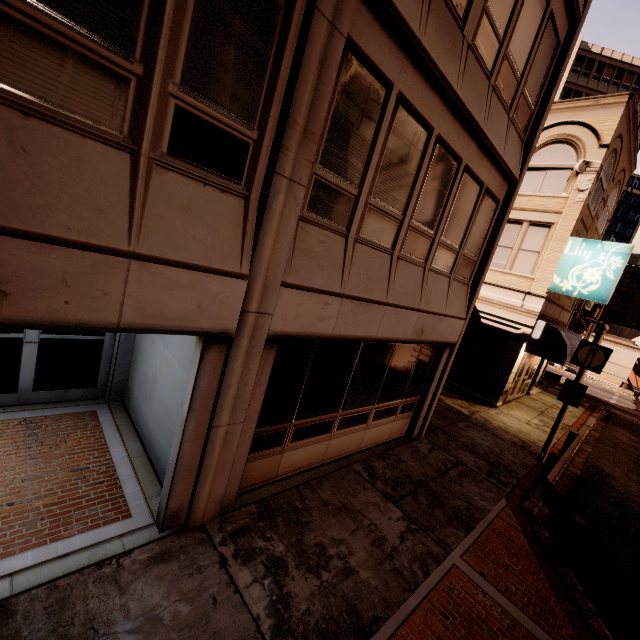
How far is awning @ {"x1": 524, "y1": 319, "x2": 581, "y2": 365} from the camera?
13.2m

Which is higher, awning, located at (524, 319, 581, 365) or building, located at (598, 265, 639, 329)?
building, located at (598, 265, 639, 329)

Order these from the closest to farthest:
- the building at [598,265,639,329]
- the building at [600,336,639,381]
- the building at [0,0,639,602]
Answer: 1. the building at [0,0,639,602]
2. the building at [600,336,639,381]
3. the building at [598,265,639,329]

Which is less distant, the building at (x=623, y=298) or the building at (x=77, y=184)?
the building at (x=77, y=184)

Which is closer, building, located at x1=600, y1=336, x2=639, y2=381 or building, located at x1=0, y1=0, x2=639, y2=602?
building, located at x1=0, y1=0, x2=639, y2=602

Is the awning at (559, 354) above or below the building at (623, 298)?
below

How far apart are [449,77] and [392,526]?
7.8m
